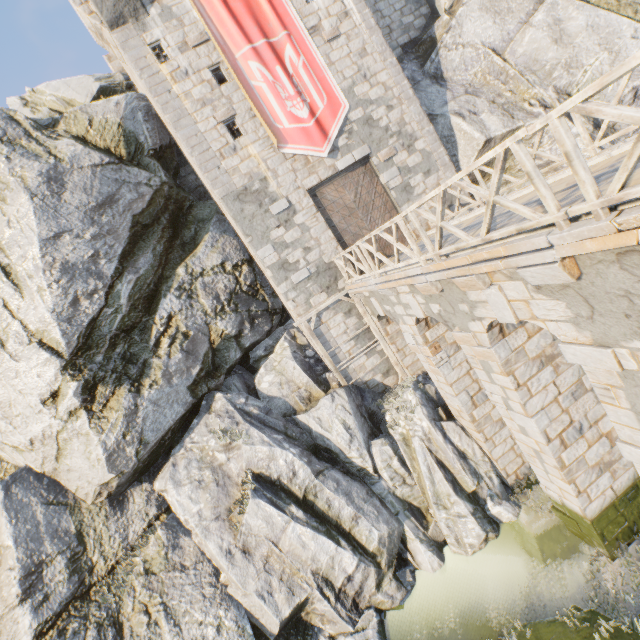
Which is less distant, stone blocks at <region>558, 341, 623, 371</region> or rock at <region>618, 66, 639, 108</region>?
stone blocks at <region>558, 341, 623, 371</region>

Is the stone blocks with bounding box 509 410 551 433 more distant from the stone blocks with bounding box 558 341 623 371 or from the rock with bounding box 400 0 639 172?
the rock with bounding box 400 0 639 172

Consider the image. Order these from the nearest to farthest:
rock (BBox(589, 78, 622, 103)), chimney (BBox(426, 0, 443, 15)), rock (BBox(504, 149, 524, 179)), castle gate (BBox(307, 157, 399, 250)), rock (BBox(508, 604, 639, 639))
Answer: rock (BBox(508, 604, 639, 639))
rock (BBox(589, 78, 622, 103))
castle gate (BBox(307, 157, 399, 250))
rock (BBox(504, 149, 524, 179))
chimney (BBox(426, 0, 443, 15))

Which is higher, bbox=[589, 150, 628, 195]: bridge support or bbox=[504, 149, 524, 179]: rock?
bbox=[504, 149, 524, 179]: rock

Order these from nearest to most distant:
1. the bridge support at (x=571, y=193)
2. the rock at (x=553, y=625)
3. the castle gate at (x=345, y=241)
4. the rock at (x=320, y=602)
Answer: the bridge support at (x=571, y=193)
the rock at (x=553, y=625)
the rock at (x=320, y=602)
the castle gate at (x=345, y=241)

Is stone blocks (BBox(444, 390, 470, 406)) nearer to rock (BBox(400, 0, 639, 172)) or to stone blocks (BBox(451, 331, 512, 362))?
rock (BBox(400, 0, 639, 172))

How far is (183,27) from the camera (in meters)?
11.38

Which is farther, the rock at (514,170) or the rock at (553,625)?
the rock at (514,170)
